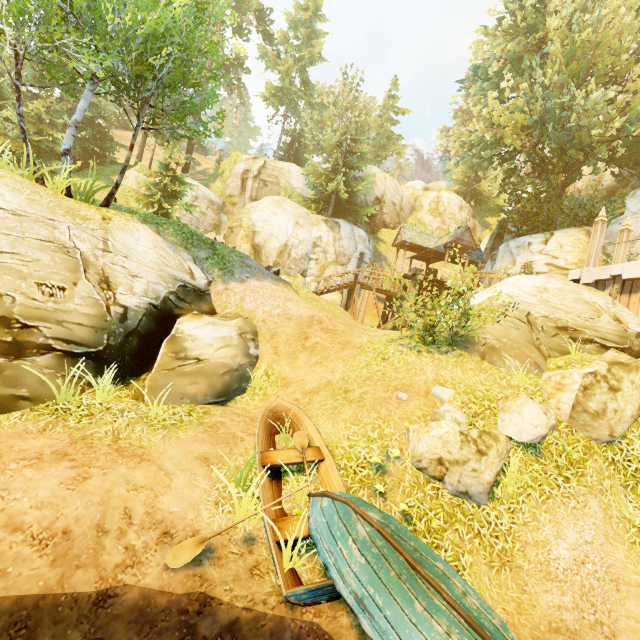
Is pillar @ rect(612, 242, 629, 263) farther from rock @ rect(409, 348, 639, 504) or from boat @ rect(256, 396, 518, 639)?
boat @ rect(256, 396, 518, 639)

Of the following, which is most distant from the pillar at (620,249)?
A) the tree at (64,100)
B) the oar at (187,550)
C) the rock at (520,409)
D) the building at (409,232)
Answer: the oar at (187,550)

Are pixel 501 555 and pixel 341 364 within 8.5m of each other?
yes

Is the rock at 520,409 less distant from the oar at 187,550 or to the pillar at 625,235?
the oar at 187,550

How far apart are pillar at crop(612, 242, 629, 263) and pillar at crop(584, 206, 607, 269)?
1.0m

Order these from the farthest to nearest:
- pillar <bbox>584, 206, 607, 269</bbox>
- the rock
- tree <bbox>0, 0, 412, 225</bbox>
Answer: pillar <bbox>584, 206, 607, 269</bbox> → tree <bbox>0, 0, 412, 225</bbox> → the rock

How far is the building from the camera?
22.6 meters

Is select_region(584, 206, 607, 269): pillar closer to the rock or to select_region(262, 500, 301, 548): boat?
the rock
